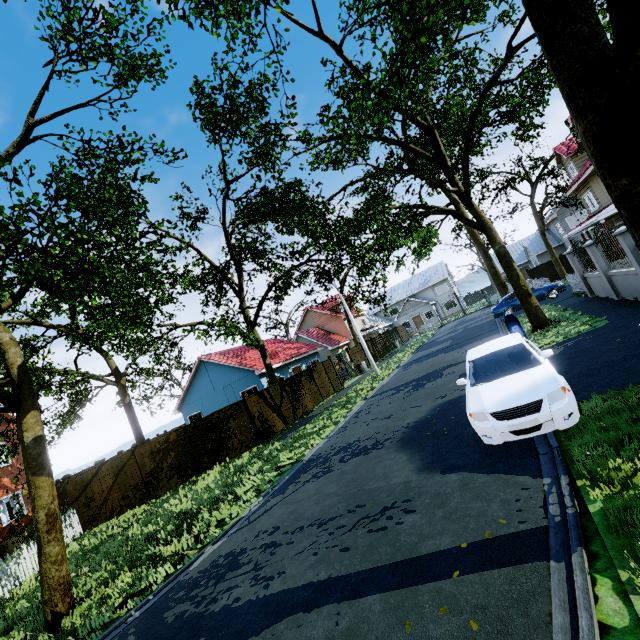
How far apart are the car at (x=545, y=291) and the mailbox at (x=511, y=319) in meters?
11.6

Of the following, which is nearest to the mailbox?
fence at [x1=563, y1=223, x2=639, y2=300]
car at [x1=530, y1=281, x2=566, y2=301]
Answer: fence at [x1=563, y1=223, x2=639, y2=300]

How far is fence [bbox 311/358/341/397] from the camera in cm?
2253

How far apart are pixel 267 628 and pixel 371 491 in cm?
289

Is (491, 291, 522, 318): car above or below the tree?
below

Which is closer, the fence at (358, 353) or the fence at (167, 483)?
the fence at (167, 483)
